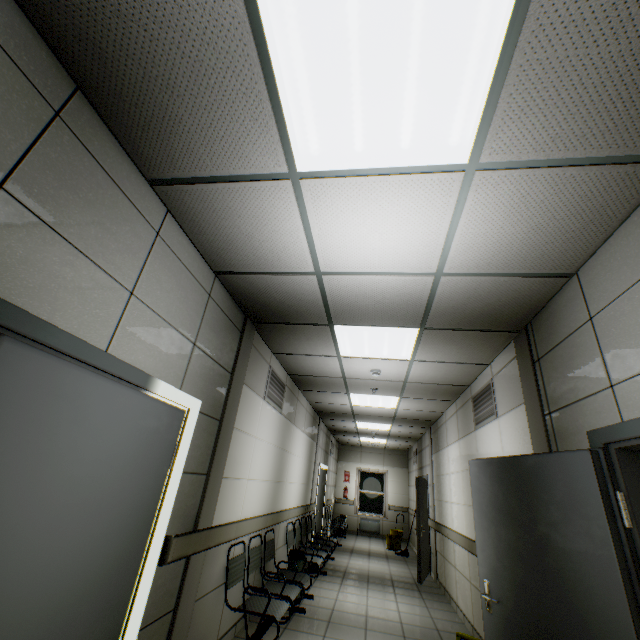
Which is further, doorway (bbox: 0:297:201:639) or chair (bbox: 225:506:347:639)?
chair (bbox: 225:506:347:639)

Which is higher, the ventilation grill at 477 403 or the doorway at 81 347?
the ventilation grill at 477 403

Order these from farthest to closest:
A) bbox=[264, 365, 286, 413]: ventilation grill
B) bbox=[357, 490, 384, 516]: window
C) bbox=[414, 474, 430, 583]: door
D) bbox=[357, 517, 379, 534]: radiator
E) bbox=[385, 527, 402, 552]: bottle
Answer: bbox=[357, 490, 384, 516]: window, bbox=[357, 517, 379, 534]: radiator, bbox=[385, 527, 402, 552]: bottle, bbox=[414, 474, 430, 583]: door, bbox=[264, 365, 286, 413]: ventilation grill

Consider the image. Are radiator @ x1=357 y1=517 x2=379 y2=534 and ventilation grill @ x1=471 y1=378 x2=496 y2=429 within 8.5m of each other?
no

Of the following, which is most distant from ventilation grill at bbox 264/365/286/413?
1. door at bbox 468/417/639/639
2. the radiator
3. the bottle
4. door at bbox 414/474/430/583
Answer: the radiator

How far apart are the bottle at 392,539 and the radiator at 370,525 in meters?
2.3 m

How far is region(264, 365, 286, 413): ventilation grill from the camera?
4.58m

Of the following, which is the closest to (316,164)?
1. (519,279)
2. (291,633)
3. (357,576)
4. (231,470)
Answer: (519,279)
